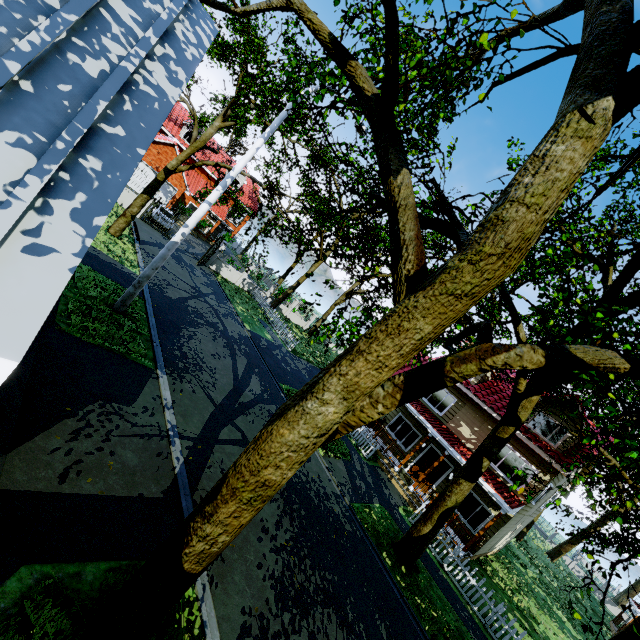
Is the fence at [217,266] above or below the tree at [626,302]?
below

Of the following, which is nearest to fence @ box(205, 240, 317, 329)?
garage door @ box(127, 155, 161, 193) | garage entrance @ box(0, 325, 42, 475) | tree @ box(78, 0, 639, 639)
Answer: tree @ box(78, 0, 639, 639)

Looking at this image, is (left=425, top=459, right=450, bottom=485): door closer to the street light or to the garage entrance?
the street light

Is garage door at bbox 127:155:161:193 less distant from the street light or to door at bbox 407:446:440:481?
the street light

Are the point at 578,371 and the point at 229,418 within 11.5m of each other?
yes

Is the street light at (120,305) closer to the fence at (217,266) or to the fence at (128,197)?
the fence at (217,266)

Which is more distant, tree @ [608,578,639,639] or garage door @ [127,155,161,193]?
garage door @ [127,155,161,193]

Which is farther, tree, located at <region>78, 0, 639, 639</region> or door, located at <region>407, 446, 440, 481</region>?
door, located at <region>407, 446, 440, 481</region>
